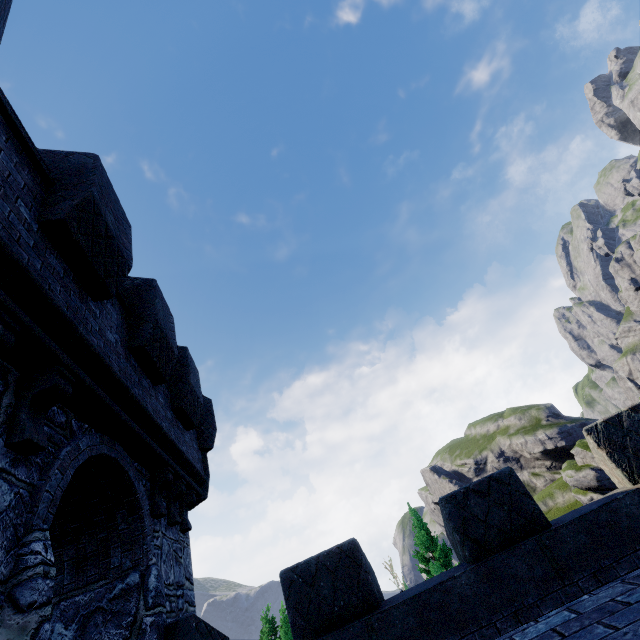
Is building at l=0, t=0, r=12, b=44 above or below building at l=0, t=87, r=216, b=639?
above

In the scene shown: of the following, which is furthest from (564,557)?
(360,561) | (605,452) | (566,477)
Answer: (566,477)

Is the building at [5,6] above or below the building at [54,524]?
above
